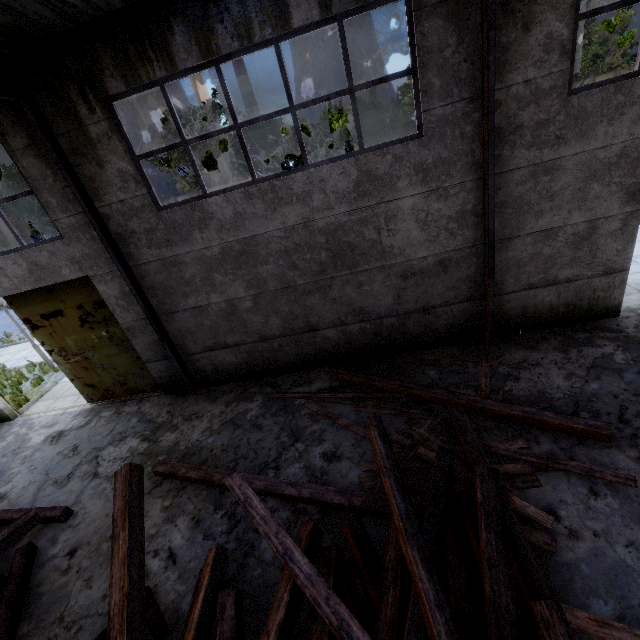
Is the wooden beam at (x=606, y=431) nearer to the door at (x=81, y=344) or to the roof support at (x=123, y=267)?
the roof support at (x=123, y=267)

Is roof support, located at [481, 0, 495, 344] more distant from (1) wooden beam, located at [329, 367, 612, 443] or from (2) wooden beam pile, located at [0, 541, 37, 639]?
(2) wooden beam pile, located at [0, 541, 37, 639]

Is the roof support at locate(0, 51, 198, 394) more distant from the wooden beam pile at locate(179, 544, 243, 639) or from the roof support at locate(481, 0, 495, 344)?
the roof support at locate(481, 0, 495, 344)

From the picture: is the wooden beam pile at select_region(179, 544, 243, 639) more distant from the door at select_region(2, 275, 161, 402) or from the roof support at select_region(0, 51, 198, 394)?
the door at select_region(2, 275, 161, 402)

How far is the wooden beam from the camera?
5.20m

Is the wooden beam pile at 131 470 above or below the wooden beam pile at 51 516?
above

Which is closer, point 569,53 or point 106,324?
point 569,53

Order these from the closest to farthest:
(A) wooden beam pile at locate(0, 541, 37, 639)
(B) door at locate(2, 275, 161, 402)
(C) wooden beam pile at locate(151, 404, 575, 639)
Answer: (C) wooden beam pile at locate(151, 404, 575, 639)
(A) wooden beam pile at locate(0, 541, 37, 639)
(B) door at locate(2, 275, 161, 402)
